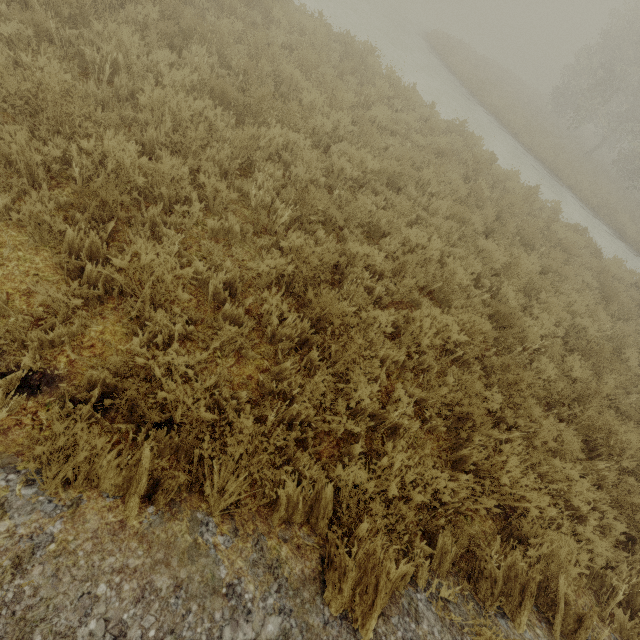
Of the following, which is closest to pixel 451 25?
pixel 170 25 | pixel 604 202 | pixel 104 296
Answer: pixel 604 202
